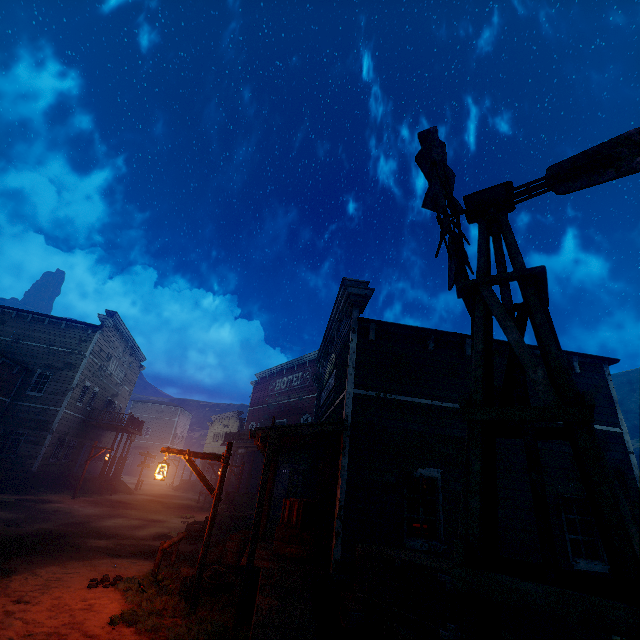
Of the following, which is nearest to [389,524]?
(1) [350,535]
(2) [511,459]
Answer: (1) [350,535]

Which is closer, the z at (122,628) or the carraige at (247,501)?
the z at (122,628)

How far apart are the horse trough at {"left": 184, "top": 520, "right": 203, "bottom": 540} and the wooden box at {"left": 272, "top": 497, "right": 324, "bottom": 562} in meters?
6.1

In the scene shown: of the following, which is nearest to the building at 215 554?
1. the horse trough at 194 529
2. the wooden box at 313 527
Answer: the wooden box at 313 527

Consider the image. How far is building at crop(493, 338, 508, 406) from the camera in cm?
916

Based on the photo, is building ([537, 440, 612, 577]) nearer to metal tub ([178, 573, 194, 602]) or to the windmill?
metal tub ([178, 573, 194, 602])

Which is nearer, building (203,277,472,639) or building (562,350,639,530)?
building (203,277,472,639)

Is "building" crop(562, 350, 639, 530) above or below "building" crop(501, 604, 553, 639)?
above
